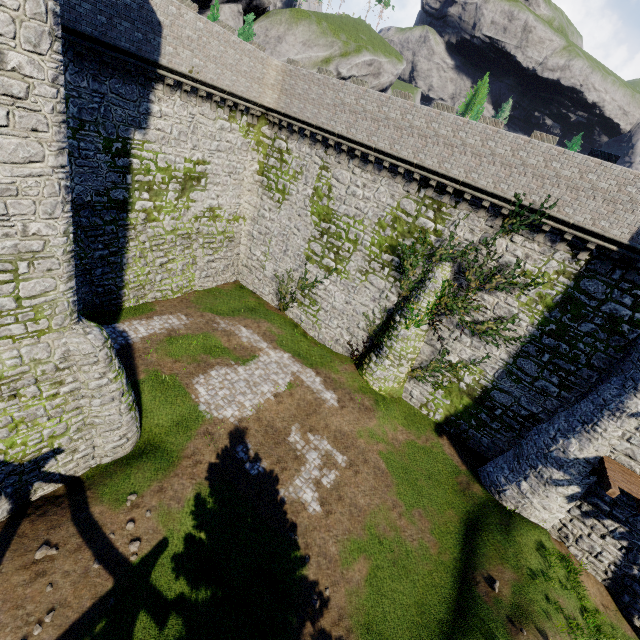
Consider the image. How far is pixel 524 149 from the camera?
14.89m

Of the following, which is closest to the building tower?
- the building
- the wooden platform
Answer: the building

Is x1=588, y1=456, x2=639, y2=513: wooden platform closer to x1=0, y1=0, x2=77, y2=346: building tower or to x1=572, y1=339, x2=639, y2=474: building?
x1=572, y1=339, x2=639, y2=474: building

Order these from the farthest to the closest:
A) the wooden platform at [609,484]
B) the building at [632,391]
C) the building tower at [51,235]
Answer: the building at [632,391] → the wooden platform at [609,484] → the building tower at [51,235]

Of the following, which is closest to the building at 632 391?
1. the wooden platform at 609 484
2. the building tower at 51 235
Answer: the wooden platform at 609 484

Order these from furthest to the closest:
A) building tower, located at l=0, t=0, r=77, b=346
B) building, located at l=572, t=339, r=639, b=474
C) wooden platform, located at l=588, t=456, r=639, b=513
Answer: building, located at l=572, t=339, r=639, b=474, wooden platform, located at l=588, t=456, r=639, b=513, building tower, located at l=0, t=0, r=77, b=346
